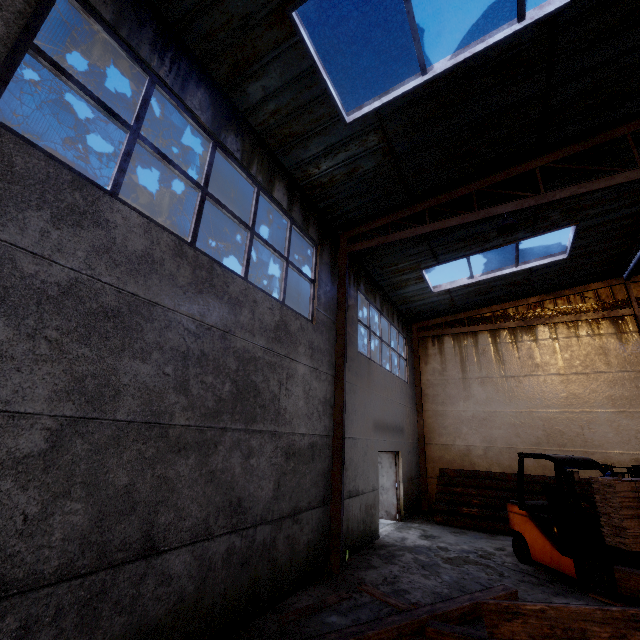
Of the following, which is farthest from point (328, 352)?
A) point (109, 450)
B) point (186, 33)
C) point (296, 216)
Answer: point (186, 33)

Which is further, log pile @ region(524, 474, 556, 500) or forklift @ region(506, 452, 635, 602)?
log pile @ region(524, 474, 556, 500)

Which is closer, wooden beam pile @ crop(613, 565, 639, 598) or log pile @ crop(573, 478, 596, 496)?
wooden beam pile @ crop(613, 565, 639, 598)

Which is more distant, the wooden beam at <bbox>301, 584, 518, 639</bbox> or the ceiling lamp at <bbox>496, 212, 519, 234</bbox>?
the ceiling lamp at <bbox>496, 212, 519, 234</bbox>

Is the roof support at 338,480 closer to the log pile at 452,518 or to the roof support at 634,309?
the log pile at 452,518

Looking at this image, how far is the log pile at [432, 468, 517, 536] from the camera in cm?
985

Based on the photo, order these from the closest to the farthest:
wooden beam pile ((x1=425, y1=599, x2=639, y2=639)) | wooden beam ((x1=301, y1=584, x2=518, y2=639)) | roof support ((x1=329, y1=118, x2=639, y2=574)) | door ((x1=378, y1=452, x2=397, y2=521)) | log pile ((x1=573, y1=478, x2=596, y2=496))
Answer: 1. wooden beam pile ((x1=425, y1=599, x2=639, y2=639))
2. wooden beam ((x1=301, y1=584, x2=518, y2=639))
3. roof support ((x1=329, y1=118, x2=639, y2=574))
4. log pile ((x1=573, y1=478, x2=596, y2=496))
5. door ((x1=378, y1=452, x2=397, y2=521))

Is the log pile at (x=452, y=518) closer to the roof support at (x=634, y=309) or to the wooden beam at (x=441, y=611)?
the roof support at (x=634, y=309)
